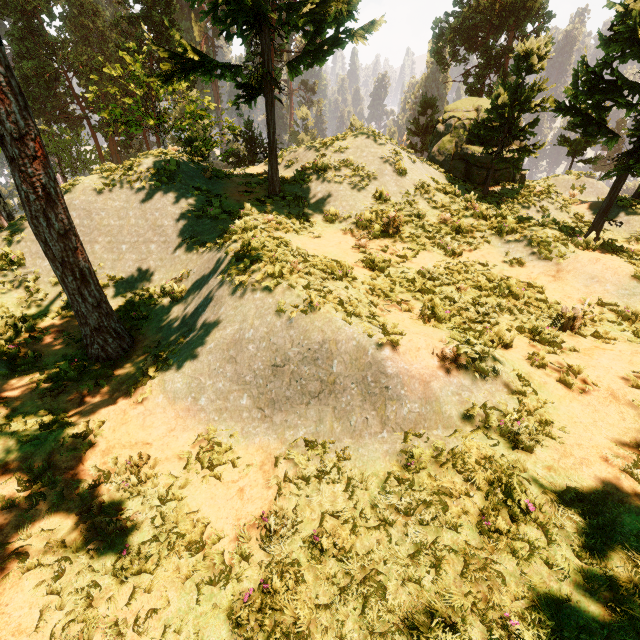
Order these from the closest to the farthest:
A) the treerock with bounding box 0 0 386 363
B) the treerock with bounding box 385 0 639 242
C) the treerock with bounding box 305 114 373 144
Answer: the treerock with bounding box 0 0 386 363
the treerock with bounding box 385 0 639 242
the treerock with bounding box 305 114 373 144

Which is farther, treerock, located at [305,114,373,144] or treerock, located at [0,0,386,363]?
treerock, located at [305,114,373,144]

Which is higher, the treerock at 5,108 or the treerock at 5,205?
the treerock at 5,108

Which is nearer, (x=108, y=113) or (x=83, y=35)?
(x=108, y=113)

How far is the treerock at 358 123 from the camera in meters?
14.4 m

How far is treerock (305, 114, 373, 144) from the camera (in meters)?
14.37
